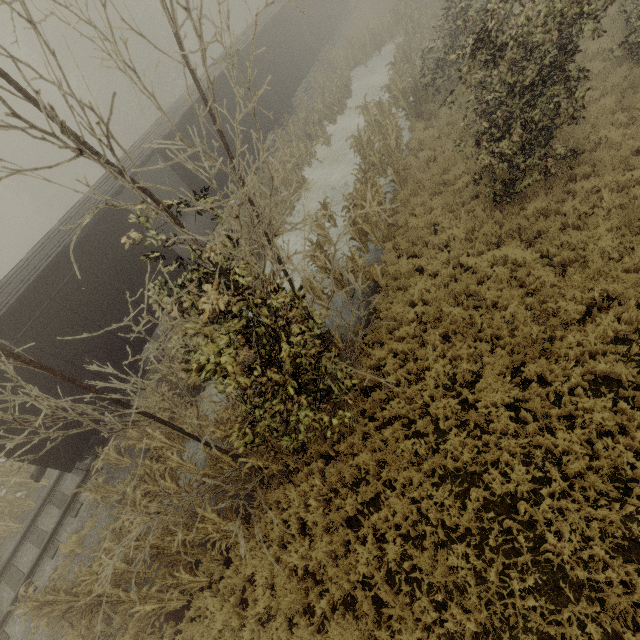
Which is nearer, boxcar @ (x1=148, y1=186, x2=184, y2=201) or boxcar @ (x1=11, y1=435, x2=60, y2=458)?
boxcar @ (x1=11, y1=435, x2=60, y2=458)

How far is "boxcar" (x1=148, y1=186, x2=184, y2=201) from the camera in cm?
1553

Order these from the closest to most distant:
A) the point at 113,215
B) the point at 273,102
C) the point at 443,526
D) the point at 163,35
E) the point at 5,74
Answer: the point at 5,74, the point at 443,526, the point at 113,215, the point at 273,102, the point at 163,35

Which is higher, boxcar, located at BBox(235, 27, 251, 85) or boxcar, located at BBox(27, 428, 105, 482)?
boxcar, located at BBox(235, 27, 251, 85)

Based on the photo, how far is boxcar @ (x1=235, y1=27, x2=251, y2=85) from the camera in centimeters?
1675cm

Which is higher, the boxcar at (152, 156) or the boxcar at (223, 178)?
the boxcar at (152, 156)
